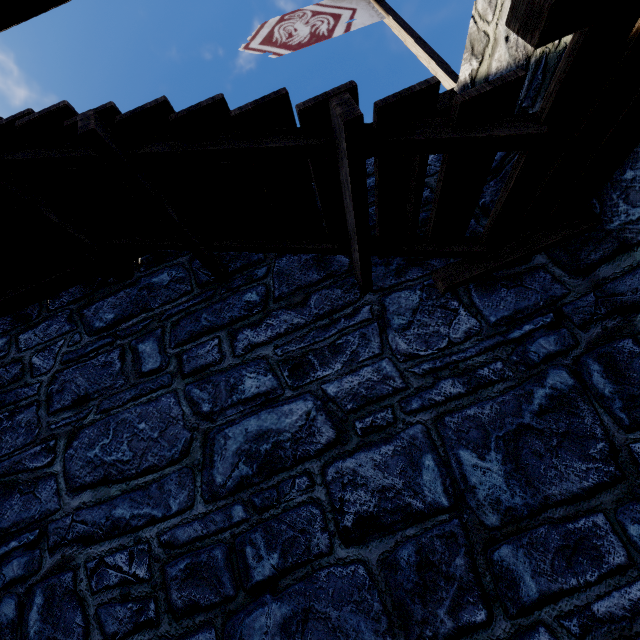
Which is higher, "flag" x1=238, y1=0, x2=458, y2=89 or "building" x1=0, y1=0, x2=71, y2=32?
"flag" x1=238, y1=0, x2=458, y2=89

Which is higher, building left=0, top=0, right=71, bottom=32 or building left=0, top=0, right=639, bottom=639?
building left=0, top=0, right=71, bottom=32

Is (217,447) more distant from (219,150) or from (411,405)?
(219,150)

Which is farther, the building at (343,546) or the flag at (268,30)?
the flag at (268,30)

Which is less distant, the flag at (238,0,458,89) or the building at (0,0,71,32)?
the building at (0,0,71,32)
